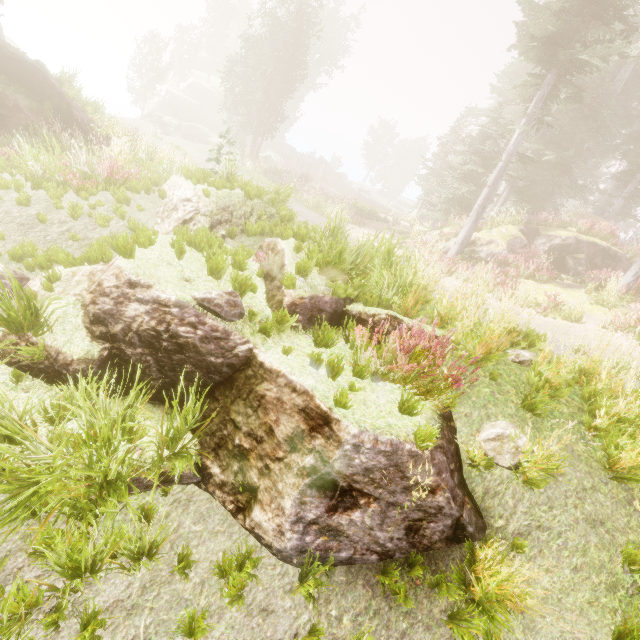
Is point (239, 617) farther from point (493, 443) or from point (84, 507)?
point (493, 443)

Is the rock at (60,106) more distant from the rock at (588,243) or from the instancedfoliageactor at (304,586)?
the rock at (588,243)

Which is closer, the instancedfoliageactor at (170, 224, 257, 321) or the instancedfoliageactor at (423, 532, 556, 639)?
the instancedfoliageactor at (423, 532, 556, 639)

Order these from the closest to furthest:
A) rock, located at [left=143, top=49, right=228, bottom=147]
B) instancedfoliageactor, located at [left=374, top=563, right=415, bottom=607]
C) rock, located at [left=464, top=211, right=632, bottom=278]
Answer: instancedfoliageactor, located at [left=374, top=563, right=415, bottom=607] < rock, located at [left=464, top=211, right=632, bottom=278] < rock, located at [left=143, top=49, right=228, bottom=147]

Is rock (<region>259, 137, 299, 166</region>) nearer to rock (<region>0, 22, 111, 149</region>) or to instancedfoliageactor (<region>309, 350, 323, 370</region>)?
instancedfoliageactor (<region>309, 350, 323, 370</region>)

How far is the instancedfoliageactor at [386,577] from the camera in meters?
3.0

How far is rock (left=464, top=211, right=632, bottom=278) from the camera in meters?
18.1
